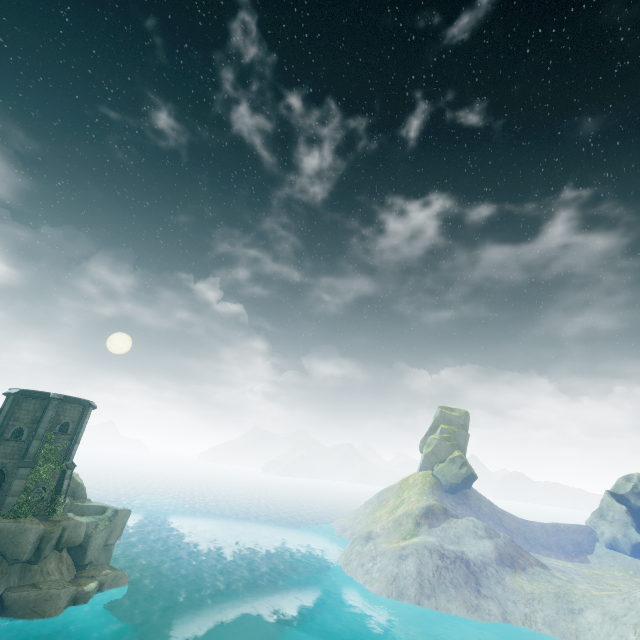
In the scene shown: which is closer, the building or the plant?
the plant

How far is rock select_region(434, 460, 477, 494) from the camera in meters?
57.1 m

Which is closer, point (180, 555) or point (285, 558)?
point (285, 558)

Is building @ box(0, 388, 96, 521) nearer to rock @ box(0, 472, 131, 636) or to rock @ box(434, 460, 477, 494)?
rock @ box(0, 472, 131, 636)

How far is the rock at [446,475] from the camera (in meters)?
57.12

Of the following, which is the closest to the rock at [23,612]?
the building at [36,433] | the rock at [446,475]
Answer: the building at [36,433]

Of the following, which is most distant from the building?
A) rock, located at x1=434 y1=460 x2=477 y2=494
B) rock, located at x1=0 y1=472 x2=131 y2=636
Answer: rock, located at x1=434 y1=460 x2=477 y2=494
